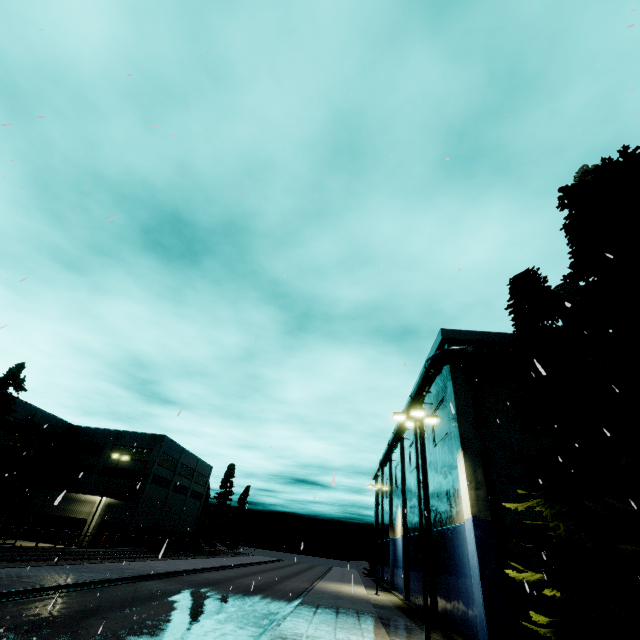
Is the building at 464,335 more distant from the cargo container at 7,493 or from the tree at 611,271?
the cargo container at 7,493

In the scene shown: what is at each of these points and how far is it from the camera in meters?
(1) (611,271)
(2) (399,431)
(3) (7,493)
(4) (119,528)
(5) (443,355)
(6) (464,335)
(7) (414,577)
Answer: (1) tree, 8.7 m
(2) pipe, 32.3 m
(3) cargo container, 20.4 m
(4) building, 43.4 m
(5) pipe, 20.2 m
(6) building, 20.9 m
(7) building, 28.0 m

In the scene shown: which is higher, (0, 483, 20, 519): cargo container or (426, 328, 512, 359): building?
(426, 328, 512, 359): building

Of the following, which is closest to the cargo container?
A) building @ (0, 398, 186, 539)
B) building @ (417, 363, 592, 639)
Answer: building @ (0, 398, 186, 539)

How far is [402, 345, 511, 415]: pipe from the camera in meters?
19.5

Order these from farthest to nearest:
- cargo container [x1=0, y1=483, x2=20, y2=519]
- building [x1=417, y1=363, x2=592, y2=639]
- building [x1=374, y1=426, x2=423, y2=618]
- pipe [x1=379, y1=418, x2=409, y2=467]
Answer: pipe [x1=379, y1=418, x2=409, y2=467] → building [x1=374, y1=426, x2=423, y2=618] → cargo container [x1=0, y1=483, x2=20, y2=519] → building [x1=417, y1=363, x2=592, y2=639]

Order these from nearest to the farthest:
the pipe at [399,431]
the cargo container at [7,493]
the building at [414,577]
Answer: the cargo container at [7,493], the building at [414,577], the pipe at [399,431]

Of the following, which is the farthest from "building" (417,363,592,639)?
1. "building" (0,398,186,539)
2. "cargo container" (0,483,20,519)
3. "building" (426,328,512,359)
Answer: "building" (0,398,186,539)
